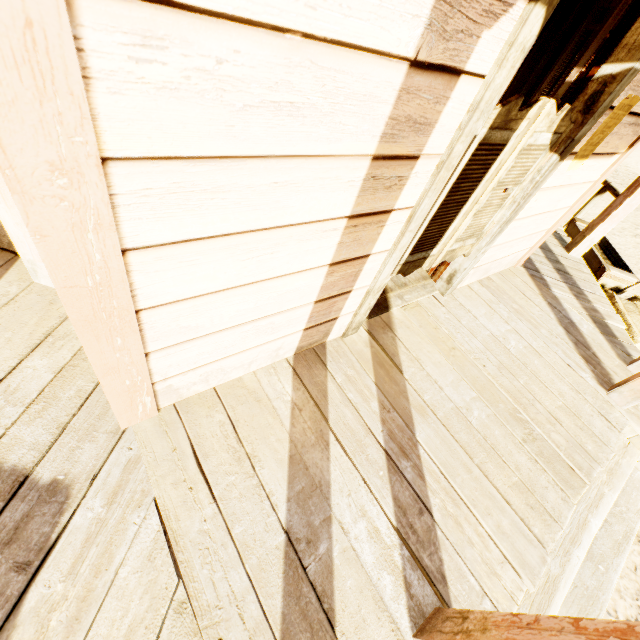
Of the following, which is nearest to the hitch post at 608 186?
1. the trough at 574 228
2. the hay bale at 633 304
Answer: the trough at 574 228

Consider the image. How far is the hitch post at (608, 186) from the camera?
5.4m

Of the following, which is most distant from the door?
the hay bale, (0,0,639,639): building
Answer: the hay bale

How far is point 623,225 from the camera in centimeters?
768cm

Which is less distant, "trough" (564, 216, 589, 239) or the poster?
the poster

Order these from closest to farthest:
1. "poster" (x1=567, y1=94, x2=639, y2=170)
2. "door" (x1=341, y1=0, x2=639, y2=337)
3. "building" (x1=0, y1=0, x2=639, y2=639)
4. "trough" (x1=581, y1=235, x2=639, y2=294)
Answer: "building" (x1=0, y1=0, x2=639, y2=639) → "door" (x1=341, y1=0, x2=639, y2=337) → "poster" (x1=567, y1=94, x2=639, y2=170) → "trough" (x1=581, y1=235, x2=639, y2=294)

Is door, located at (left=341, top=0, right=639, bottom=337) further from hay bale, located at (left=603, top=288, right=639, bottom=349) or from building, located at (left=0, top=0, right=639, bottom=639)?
hay bale, located at (left=603, top=288, right=639, bottom=349)

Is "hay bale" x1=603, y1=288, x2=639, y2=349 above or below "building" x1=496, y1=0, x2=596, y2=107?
below
